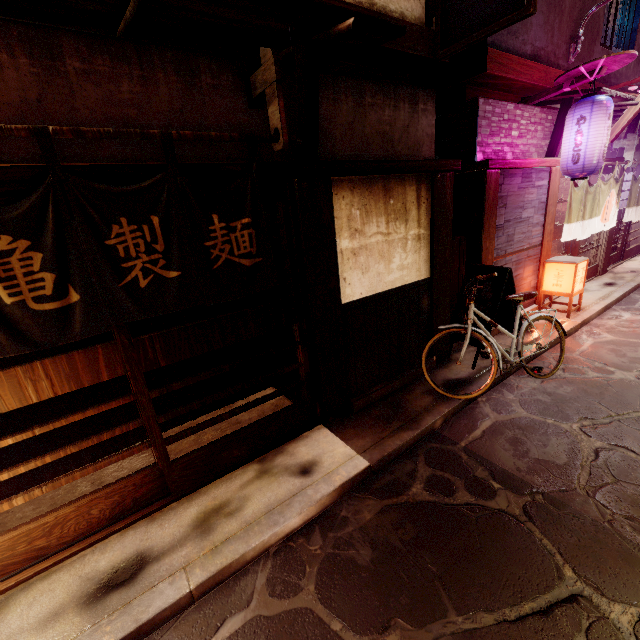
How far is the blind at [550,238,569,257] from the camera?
13.4m

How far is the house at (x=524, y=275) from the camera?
10.7m

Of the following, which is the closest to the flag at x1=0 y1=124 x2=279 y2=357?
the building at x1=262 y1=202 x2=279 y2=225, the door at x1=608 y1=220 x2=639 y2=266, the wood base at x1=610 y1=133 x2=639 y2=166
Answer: the building at x1=262 y1=202 x2=279 y2=225

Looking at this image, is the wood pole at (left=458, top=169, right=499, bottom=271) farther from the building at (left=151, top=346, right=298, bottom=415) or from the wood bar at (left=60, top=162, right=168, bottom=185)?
the building at (left=151, top=346, right=298, bottom=415)

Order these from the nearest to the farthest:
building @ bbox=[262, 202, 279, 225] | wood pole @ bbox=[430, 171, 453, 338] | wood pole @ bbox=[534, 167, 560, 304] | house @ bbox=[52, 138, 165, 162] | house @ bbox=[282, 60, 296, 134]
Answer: house @ bbox=[52, 138, 165, 162]
house @ bbox=[282, 60, 296, 134]
wood pole @ bbox=[430, 171, 453, 338]
wood pole @ bbox=[534, 167, 560, 304]
building @ bbox=[262, 202, 279, 225]

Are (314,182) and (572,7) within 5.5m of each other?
no

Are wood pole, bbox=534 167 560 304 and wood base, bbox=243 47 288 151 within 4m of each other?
no

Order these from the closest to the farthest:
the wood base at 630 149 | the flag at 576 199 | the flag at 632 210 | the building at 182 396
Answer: the building at 182 396, the flag at 576 199, the wood base at 630 149, the flag at 632 210
